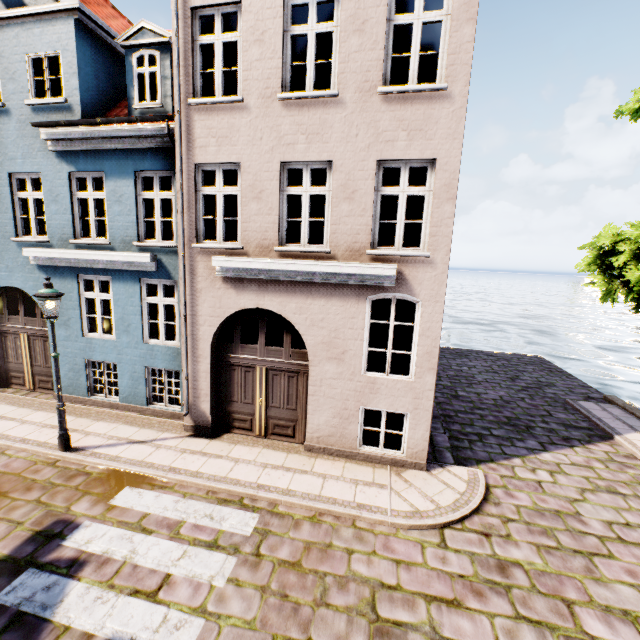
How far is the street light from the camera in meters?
6.5 m

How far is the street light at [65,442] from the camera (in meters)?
6.52

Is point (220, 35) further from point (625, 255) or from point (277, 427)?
point (625, 255)
